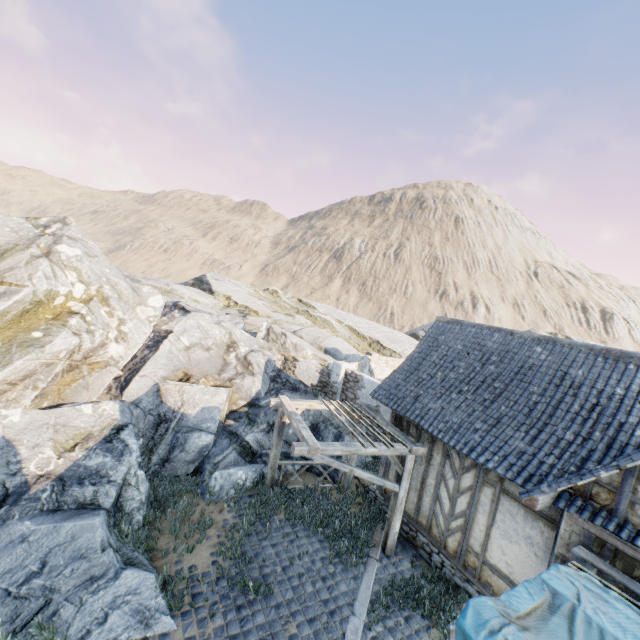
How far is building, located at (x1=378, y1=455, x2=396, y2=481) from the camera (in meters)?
10.12

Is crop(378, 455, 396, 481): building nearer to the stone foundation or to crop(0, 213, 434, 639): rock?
the stone foundation

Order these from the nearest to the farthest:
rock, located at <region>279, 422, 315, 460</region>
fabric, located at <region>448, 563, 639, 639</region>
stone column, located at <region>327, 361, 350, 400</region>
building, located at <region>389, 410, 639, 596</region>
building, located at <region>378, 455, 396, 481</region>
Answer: fabric, located at <region>448, 563, 639, 639</region>
building, located at <region>389, 410, 639, 596</region>
building, located at <region>378, 455, 396, 481</region>
rock, located at <region>279, 422, 315, 460</region>
stone column, located at <region>327, 361, 350, 400</region>

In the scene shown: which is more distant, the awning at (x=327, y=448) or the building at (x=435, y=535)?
the awning at (x=327, y=448)

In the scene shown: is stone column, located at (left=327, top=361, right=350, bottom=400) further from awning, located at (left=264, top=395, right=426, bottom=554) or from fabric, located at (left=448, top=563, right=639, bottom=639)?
Result: fabric, located at (left=448, top=563, right=639, bottom=639)

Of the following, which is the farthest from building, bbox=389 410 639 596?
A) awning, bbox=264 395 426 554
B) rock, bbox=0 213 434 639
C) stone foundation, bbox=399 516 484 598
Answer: rock, bbox=0 213 434 639

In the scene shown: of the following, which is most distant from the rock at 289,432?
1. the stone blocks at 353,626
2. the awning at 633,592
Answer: the awning at 633,592

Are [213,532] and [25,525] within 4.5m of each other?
yes
